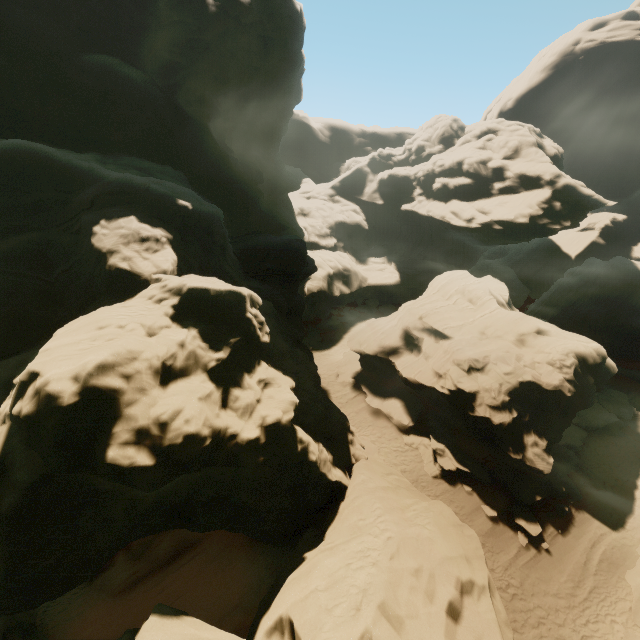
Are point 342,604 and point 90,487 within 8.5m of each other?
yes

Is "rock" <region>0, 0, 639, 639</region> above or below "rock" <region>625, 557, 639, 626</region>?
above

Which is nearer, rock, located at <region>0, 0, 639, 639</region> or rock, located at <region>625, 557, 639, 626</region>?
rock, located at <region>0, 0, 639, 639</region>

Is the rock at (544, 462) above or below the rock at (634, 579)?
above

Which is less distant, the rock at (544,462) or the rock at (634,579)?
the rock at (544,462)
